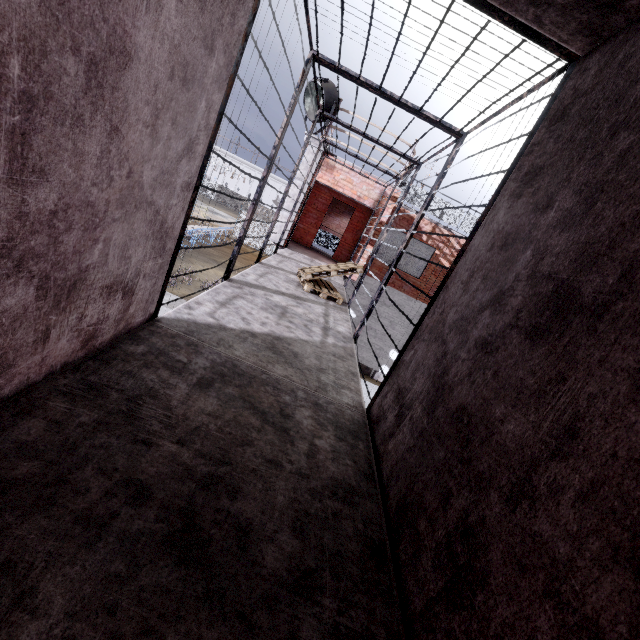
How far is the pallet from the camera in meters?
6.1

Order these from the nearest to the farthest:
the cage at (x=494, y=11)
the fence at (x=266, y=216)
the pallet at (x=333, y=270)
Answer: the cage at (x=494, y=11), the pallet at (x=333, y=270), the fence at (x=266, y=216)

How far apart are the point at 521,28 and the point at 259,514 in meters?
3.2

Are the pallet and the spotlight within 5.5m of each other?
yes

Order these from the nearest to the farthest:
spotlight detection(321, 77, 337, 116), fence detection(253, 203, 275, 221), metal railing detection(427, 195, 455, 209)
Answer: spotlight detection(321, 77, 337, 116) < metal railing detection(427, 195, 455, 209) < fence detection(253, 203, 275, 221)

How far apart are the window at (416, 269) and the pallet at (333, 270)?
6.5 meters

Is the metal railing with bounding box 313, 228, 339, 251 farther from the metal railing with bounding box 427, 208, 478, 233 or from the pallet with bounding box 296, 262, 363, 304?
the pallet with bounding box 296, 262, 363, 304

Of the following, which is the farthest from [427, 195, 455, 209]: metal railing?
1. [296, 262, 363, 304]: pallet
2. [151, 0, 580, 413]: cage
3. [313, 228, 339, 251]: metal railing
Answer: [296, 262, 363, 304]: pallet
